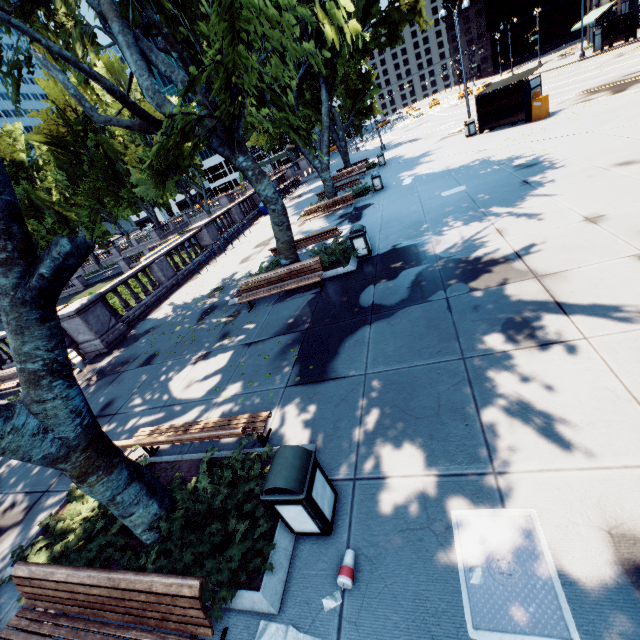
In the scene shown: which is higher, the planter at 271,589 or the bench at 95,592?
the bench at 95,592

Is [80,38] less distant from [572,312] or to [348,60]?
[348,60]

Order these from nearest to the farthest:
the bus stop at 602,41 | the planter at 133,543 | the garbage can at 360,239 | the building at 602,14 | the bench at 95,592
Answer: the bench at 95,592 < the planter at 133,543 < the garbage can at 360,239 < the bus stop at 602,41 < the building at 602,14

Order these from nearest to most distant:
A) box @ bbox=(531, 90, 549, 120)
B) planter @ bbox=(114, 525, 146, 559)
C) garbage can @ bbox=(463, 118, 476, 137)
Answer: Answer:
planter @ bbox=(114, 525, 146, 559)
box @ bbox=(531, 90, 549, 120)
garbage can @ bbox=(463, 118, 476, 137)

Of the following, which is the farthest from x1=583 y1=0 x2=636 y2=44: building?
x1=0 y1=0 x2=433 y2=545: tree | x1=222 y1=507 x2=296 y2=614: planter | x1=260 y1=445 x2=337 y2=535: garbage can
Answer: x1=222 y1=507 x2=296 y2=614: planter

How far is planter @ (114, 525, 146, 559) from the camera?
4.4m

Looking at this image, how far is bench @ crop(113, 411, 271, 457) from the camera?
4.7 meters

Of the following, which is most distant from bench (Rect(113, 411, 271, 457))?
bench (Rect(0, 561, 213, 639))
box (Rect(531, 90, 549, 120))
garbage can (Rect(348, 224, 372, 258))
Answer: box (Rect(531, 90, 549, 120))
